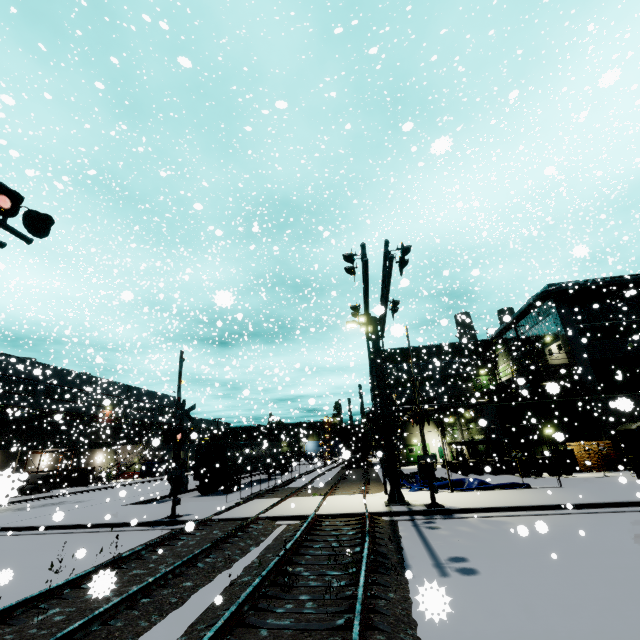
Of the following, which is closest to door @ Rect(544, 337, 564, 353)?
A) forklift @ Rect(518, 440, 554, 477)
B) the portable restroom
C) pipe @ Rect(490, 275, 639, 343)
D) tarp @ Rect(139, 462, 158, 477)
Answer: pipe @ Rect(490, 275, 639, 343)

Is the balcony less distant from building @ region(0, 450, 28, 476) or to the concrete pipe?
building @ region(0, 450, 28, 476)

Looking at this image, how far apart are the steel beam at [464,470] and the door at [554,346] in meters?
12.3

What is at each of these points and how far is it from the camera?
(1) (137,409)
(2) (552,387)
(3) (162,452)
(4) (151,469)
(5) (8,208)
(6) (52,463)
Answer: (1) building, 58.1m
(2) pipe, 2.6m
(3) building, 34.2m
(4) tarp, 47.9m
(5) railroad crossing overhang, 7.4m
(6) building, 25.8m

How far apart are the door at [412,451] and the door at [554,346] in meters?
16.1 m

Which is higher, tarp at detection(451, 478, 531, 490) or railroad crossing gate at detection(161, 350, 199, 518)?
railroad crossing gate at detection(161, 350, 199, 518)

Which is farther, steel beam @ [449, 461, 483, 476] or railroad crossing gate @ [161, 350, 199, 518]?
steel beam @ [449, 461, 483, 476]

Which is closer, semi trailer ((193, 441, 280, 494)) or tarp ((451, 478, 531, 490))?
tarp ((451, 478, 531, 490))
